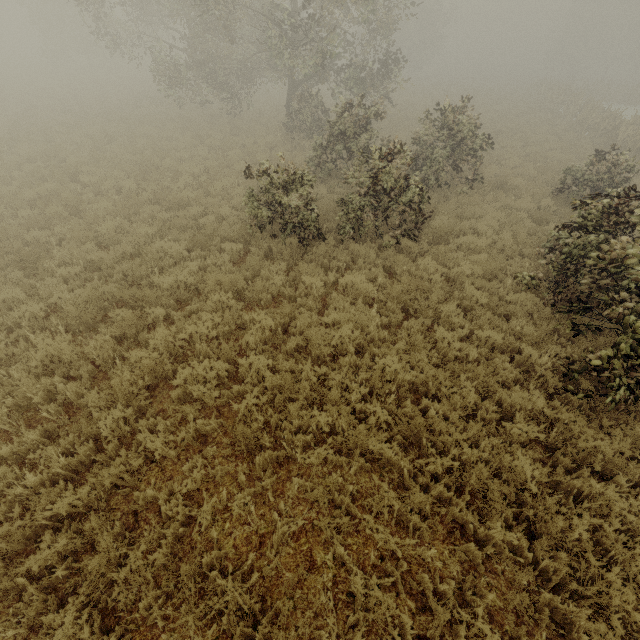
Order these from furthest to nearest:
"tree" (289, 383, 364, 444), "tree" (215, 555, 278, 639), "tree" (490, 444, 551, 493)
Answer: "tree" (289, 383, 364, 444) → "tree" (490, 444, 551, 493) → "tree" (215, 555, 278, 639)

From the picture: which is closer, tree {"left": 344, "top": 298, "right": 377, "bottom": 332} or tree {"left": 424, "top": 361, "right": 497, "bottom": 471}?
tree {"left": 424, "top": 361, "right": 497, "bottom": 471}

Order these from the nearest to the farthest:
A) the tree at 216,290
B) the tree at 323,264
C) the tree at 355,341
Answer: the tree at 355,341 < the tree at 216,290 < the tree at 323,264

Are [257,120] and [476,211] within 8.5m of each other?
no

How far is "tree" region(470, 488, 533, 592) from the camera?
3.89m

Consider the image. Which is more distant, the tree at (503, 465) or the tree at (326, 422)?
the tree at (326, 422)

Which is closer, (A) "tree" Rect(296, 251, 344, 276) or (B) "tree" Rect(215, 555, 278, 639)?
Answer: (B) "tree" Rect(215, 555, 278, 639)
